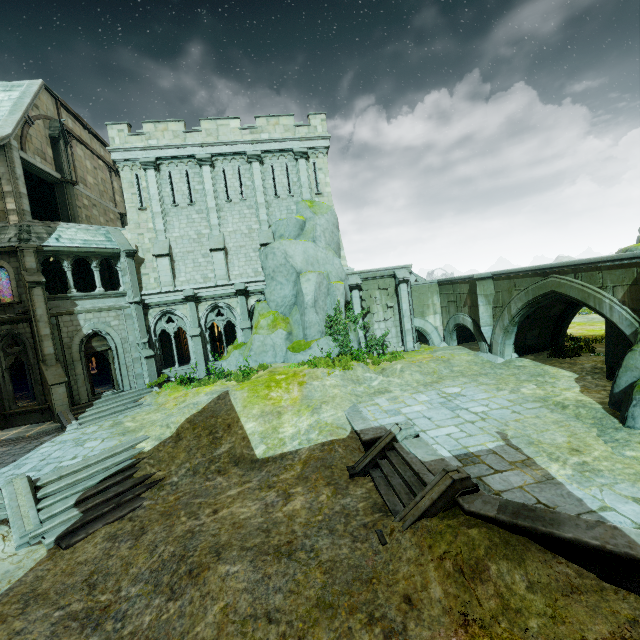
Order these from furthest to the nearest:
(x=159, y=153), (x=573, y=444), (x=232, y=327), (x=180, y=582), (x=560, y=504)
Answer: (x=232, y=327)
(x=159, y=153)
(x=573, y=444)
(x=180, y=582)
(x=560, y=504)

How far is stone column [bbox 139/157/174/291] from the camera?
20.1 meters

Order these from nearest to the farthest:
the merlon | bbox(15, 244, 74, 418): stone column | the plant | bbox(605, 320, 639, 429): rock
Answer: bbox(605, 320, 639, 429): rock, bbox(15, 244, 74, 418): stone column, the plant, the merlon

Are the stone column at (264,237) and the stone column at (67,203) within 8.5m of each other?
no

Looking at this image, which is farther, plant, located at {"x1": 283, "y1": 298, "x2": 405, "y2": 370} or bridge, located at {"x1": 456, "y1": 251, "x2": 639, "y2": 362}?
plant, located at {"x1": 283, "y1": 298, "x2": 405, "y2": 370}

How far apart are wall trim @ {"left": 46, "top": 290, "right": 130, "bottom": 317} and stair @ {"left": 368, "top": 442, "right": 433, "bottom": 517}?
17.4m

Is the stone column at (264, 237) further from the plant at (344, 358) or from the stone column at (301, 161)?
the plant at (344, 358)

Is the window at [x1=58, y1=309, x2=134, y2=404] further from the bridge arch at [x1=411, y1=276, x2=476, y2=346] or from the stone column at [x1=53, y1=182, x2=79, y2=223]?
the bridge arch at [x1=411, y1=276, x2=476, y2=346]
